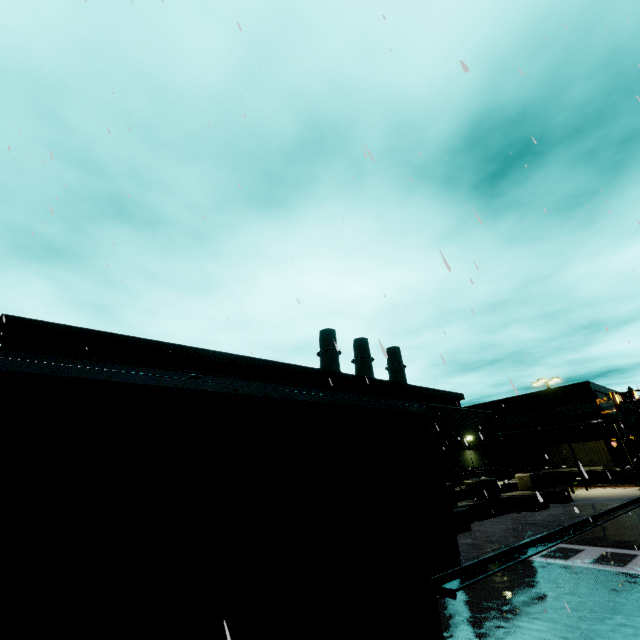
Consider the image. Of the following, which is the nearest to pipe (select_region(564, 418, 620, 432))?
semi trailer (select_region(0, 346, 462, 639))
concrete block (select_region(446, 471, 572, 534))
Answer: concrete block (select_region(446, 471, 572, 534))

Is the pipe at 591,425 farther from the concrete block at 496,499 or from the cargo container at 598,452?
the concrete block at 496,499

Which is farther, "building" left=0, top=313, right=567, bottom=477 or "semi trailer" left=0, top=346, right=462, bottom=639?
"building" left=0, top=313, right=567, bottom=477

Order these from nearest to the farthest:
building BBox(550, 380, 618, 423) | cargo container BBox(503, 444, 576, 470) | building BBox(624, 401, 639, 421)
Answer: cargo container BBox(503, 444, 576, 470), building BBox(550, 380, 618, 423), building BBox(624, 401, 639, 421)

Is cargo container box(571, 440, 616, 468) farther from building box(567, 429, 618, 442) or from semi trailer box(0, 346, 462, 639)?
semi trailer box(0, 346, 462, 639)

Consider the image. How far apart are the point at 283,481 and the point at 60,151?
12.57m

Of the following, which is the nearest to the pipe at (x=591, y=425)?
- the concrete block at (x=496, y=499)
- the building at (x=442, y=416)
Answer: the building at (x=442, y=416)

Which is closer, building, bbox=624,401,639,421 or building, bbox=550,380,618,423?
building, bbox=550,380,618,423
